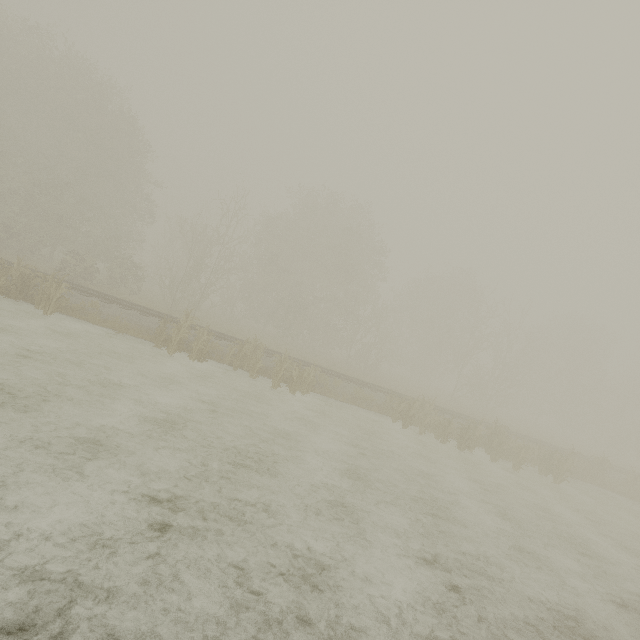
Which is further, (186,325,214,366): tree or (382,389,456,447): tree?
Result: (382,389,456,447): tree

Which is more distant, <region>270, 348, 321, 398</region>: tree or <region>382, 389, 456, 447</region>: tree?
<region>382, 389, 456, 447</region>: tree

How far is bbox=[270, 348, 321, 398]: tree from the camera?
14.6m

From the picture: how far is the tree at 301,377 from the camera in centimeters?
1462cm

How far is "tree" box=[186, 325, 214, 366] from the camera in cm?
1423

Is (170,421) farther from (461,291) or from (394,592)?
(461,291)

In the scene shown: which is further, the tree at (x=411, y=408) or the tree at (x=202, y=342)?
the tree at (x=411, y=408)
